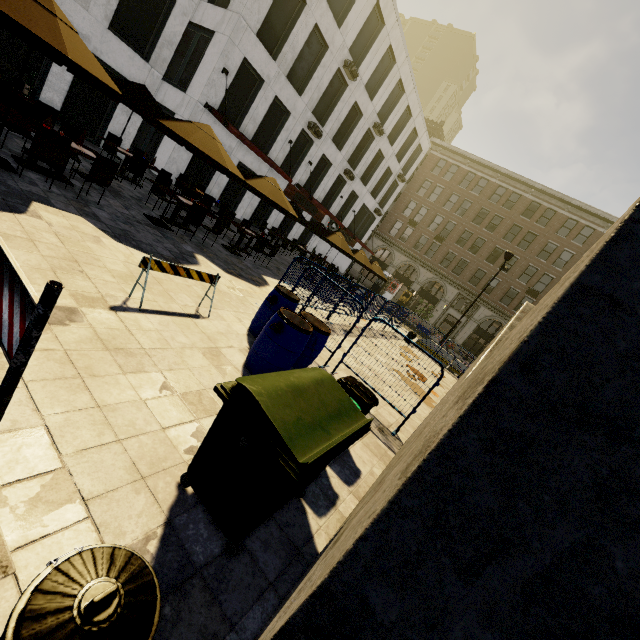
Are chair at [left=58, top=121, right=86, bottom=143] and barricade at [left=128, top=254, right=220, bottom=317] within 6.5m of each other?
yes

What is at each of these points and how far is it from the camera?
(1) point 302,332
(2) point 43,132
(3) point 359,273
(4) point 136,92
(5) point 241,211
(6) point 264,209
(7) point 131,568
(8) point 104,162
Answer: (1) barrel, 4.75m
(2) chair, 5.85m
(3) building, 44.00m
(4) umbrella, 9.30m
(5) building, 20.88m
(6) building, 22.70m
(7) trash bin, 1.37m
(8) chair, 6.84m

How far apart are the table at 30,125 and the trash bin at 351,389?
7.3 meters

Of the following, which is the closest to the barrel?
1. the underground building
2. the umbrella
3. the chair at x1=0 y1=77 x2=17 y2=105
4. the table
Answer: the underground building

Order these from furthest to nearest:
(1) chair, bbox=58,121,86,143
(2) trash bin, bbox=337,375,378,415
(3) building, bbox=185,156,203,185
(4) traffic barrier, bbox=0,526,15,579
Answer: (3) building, bbox=185,156,203,185, (1) chair, bbox=58,121,86,143, (2) trash bin, bbox=337,375,378,415, (4) traffic barrier, bbox=0,526,15,579

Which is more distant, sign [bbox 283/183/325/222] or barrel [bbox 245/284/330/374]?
sign [bbox 283/183/325/222]

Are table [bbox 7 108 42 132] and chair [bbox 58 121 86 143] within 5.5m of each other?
yes

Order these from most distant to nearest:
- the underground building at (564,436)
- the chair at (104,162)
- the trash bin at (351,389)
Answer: the chair at (104,162) < the trash bin at (351,389) < the underground building at (564,436)
